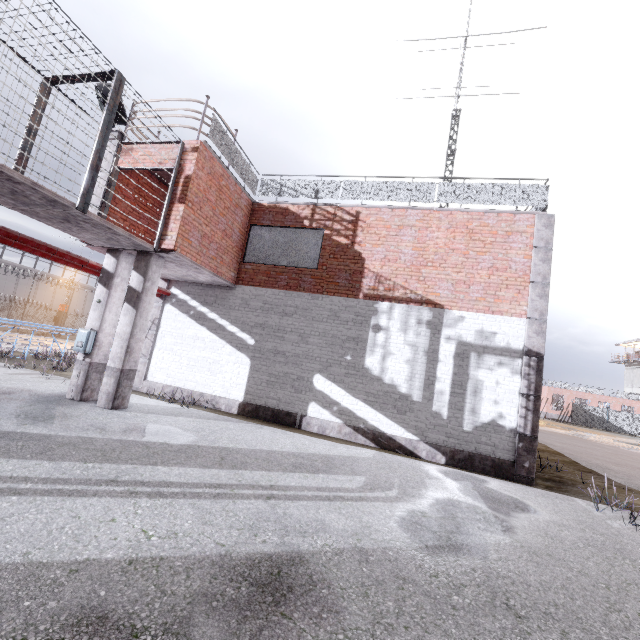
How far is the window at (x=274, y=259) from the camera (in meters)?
10.51

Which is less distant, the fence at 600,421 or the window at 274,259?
the window at 274,259

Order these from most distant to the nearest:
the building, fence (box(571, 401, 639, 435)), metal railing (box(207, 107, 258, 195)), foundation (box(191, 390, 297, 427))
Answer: the building < fence (box(571, 401, 639, 435)) < foundation (box(191, 390, 297, 427)) < metal railing (box(207, 107, 258, 195))

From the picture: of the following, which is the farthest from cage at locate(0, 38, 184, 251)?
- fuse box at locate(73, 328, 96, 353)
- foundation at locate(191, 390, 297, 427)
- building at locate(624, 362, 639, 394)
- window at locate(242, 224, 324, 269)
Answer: building at locate(624, 362, 639, 394)

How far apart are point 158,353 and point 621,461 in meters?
20.6

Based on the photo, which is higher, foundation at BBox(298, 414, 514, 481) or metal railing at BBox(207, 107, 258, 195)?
metal railing at BBox(207, 107, 258, 195)

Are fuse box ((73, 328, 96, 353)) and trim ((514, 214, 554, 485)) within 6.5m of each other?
no

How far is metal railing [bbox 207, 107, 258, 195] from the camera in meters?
8.8
